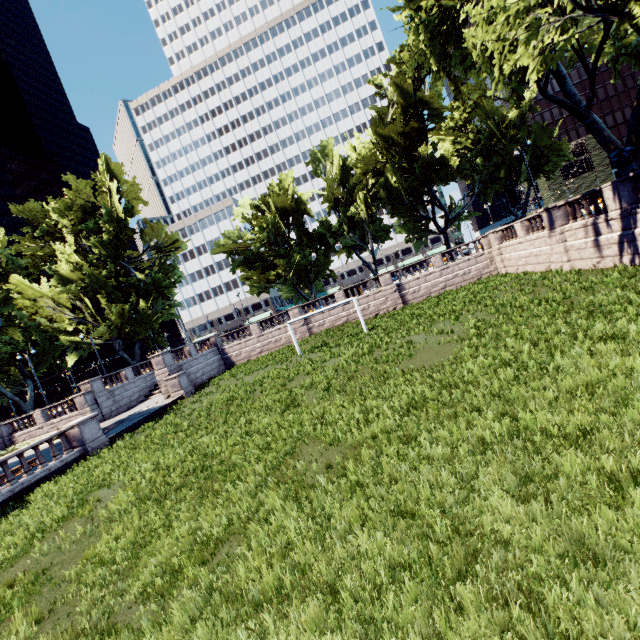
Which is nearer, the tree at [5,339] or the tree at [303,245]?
the tree at [303,245]

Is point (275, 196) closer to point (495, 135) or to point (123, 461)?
point (495, 135)

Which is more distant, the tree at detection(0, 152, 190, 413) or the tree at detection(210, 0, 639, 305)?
the tree at detection(0, 152, 190, 413)
